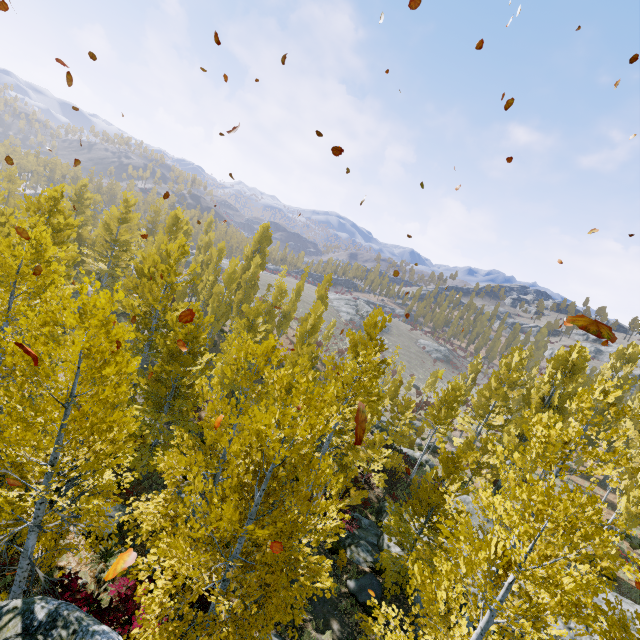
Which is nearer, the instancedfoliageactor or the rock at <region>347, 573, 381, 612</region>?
the instancedfoliageactor

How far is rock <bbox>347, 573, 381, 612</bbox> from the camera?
12.77m

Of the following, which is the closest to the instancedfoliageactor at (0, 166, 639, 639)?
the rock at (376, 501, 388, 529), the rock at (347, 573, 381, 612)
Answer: the rock at (376, 501, 388, 529)

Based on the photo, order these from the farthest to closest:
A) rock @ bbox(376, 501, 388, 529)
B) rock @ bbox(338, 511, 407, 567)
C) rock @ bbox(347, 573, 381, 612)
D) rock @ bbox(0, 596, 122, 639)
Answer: rock @ bbox(376, 501, 388, 529), rock @ bbox(338, 511, 407, 567), rock @ bbox(347, 573, 381, 612), rock @ bbox(0, 596, 122, 639)

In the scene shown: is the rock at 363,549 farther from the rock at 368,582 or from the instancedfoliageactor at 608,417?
the rock at 368,582

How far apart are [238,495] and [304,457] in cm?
930

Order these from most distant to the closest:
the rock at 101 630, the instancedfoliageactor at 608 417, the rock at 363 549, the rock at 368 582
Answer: the rock at 363 549 → the rock at 368 582 → the instancedfoliageactor at 608 417 → the rock at 101 630
